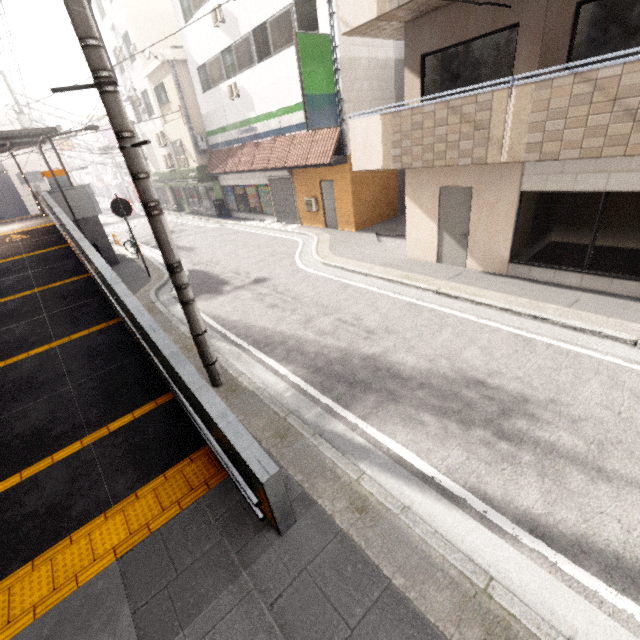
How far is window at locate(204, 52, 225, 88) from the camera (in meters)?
16.02

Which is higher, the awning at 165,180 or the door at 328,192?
the awning at 165,180

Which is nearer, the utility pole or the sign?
the utility pole

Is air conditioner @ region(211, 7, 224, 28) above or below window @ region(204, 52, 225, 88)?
above

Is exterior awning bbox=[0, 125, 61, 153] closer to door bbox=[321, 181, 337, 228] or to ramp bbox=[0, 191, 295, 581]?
ramp bbox=[0, 191, 295, 581]

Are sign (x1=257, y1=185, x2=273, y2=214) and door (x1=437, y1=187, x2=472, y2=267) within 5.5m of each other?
no

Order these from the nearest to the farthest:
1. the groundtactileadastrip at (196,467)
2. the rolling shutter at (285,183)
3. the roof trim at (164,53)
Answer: the groundtactileadastrip at (196,467) < the rolling shutter at (285,183) < the roof trim at (164,53)

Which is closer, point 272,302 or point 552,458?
point 552,458
